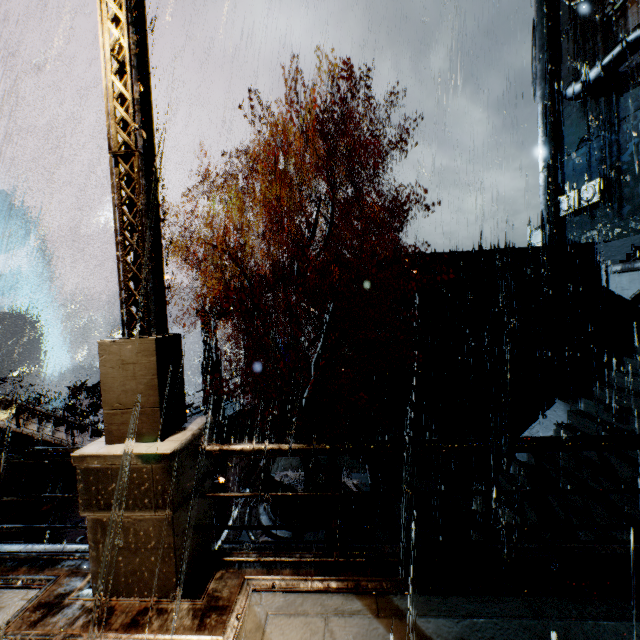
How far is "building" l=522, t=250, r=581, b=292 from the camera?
19.37m

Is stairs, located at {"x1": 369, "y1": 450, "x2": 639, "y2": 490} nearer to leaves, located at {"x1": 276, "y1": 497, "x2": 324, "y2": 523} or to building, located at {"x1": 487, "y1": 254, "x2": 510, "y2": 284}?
leaves, located at {"x1": 276, "y1": 497, "x2": 324, "y2": 523}

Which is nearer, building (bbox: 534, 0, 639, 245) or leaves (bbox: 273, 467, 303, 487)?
leaves (bbox: 273, 467, 303, 487)

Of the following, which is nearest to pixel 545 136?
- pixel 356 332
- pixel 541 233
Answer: pixel 541 233

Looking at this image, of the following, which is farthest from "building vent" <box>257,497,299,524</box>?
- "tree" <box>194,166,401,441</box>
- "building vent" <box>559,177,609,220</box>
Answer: "building vent" <box>559,177,609,220</box>

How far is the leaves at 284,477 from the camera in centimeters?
1355cm

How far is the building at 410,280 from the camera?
20.0m

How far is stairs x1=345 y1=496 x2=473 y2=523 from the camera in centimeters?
691cm
